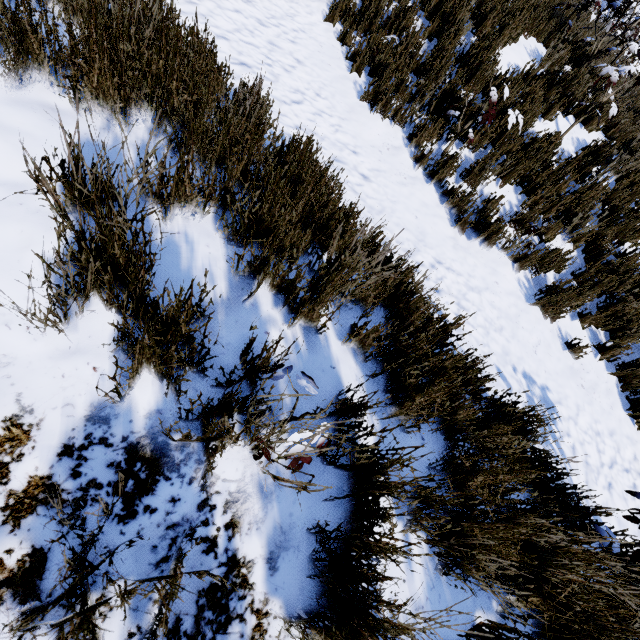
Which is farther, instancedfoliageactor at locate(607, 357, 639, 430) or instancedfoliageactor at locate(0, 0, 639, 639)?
instancedfoliageactor at locate(607, 357, 639, 430)

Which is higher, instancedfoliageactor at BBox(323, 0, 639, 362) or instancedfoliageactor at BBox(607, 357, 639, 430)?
instancedfoliageactor at BBox(323, 0, 639, 362)

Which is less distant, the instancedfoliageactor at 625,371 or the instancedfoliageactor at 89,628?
the instancedfoliageactor at 89,628

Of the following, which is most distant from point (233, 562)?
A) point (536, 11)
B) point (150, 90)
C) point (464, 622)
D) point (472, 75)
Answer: point (536, 11)

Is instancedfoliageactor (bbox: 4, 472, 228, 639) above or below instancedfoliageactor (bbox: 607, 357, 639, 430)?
above
